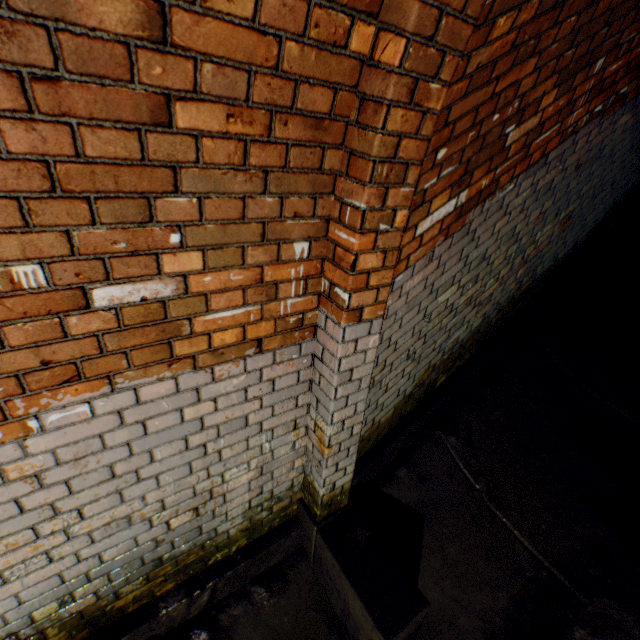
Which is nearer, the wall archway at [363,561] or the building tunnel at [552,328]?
→ the wall archway at [363,561]

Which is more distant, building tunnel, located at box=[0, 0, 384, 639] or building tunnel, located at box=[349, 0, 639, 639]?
building tunnel, located at box=[349, 0, 639, 639]

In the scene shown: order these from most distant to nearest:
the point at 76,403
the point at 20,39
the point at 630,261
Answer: the point at 630,261 → the point at 76,403 → the point at 20,39

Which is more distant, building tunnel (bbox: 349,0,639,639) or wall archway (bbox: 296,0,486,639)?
building tunnel (bbox: 349,0,639,639)

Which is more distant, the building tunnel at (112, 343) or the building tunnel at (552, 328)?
the building tunnel at (552, 328)
